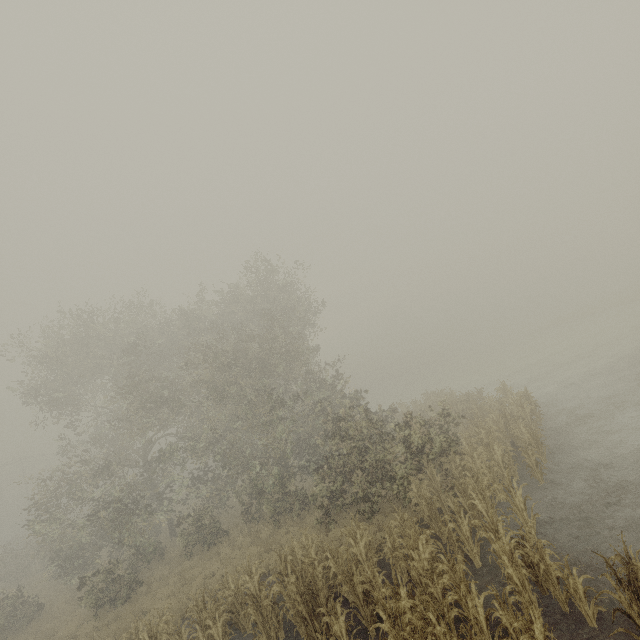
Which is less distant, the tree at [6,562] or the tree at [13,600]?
the tree at [6,562]

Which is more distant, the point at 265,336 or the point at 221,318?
the point at 221,318

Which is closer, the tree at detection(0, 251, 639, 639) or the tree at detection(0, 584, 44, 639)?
the tree at detection(0, 251, 639, 639)
